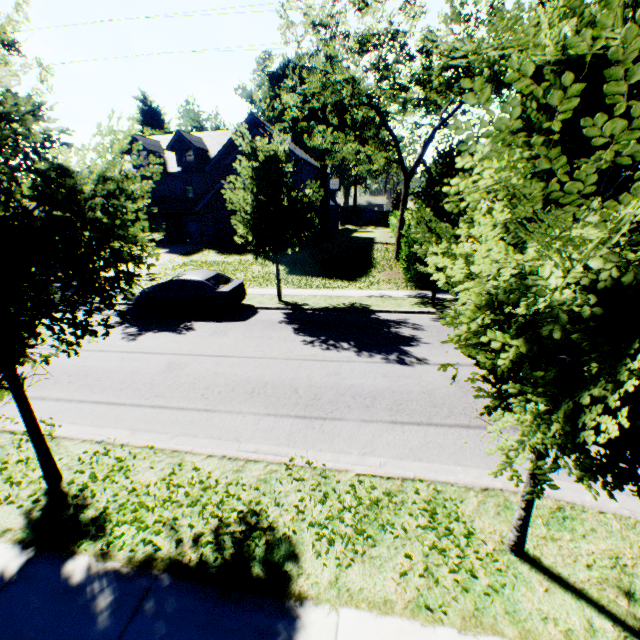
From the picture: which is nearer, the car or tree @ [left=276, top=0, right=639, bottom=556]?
tree @ [left=276, top=0, right=639, bottom=556]

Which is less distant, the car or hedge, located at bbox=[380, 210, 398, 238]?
the car

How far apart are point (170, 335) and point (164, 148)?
31.3 meters

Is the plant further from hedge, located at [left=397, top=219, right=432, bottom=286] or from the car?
the car

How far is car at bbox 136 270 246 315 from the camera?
13.5 meters

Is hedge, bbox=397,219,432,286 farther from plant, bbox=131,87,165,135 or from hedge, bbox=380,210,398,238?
plant, bbox=131,87,165,135

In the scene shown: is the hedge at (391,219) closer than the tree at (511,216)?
No

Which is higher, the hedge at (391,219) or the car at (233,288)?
the hedge at (391,219)
